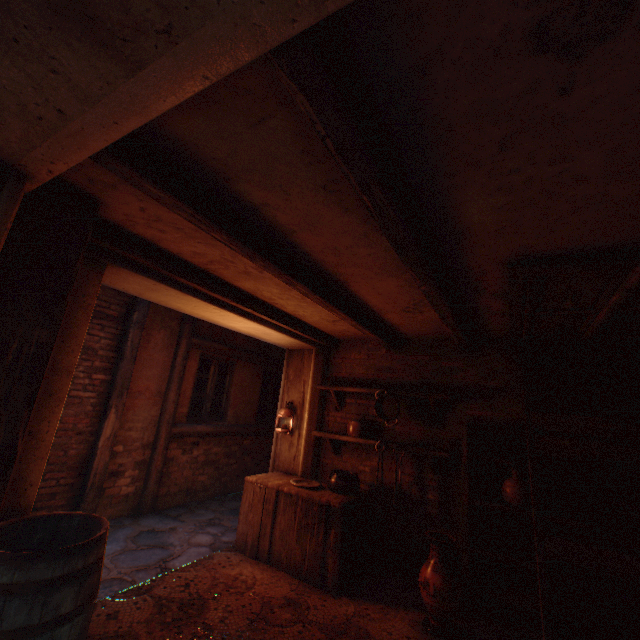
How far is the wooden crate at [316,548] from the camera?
3.57m

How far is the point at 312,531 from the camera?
3.71m

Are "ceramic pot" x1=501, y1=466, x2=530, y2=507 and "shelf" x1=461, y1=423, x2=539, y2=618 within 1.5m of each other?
yes

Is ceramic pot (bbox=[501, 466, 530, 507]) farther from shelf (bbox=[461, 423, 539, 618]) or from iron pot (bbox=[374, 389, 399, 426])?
iron pot (bbox=[374, 389, 399, 426])

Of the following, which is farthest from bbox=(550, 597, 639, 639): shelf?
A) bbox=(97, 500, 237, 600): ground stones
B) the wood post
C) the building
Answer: the wood post

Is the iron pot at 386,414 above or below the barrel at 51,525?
above

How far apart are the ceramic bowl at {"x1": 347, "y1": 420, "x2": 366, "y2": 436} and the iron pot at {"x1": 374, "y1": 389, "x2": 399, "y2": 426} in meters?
0.4

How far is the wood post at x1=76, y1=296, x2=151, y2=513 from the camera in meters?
4.6 m
